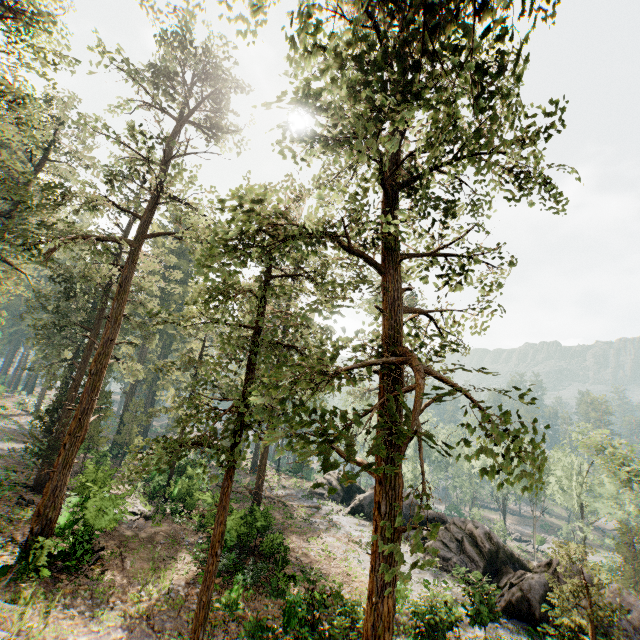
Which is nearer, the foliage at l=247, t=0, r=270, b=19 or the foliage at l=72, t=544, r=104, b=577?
the foliage at l=247, t=0, r=270, b=19

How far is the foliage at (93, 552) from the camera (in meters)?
14.84

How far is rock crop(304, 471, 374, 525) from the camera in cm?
3247

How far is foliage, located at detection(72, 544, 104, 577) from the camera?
14.8m

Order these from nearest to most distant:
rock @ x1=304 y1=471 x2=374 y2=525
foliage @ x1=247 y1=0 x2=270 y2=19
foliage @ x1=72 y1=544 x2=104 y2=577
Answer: foliage @ x1=247 y1=0 x2=270 y2=19 < foliage @ x1=72 y1=544 x2=104 y2=577 < rock @ x1=304 y1=471 x2=374 y2=525

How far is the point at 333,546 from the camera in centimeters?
2438cm

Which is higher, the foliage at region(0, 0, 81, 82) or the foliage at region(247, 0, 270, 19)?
the foliage at region(0, 0, 81, 82)

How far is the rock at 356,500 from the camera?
32.5 meters
